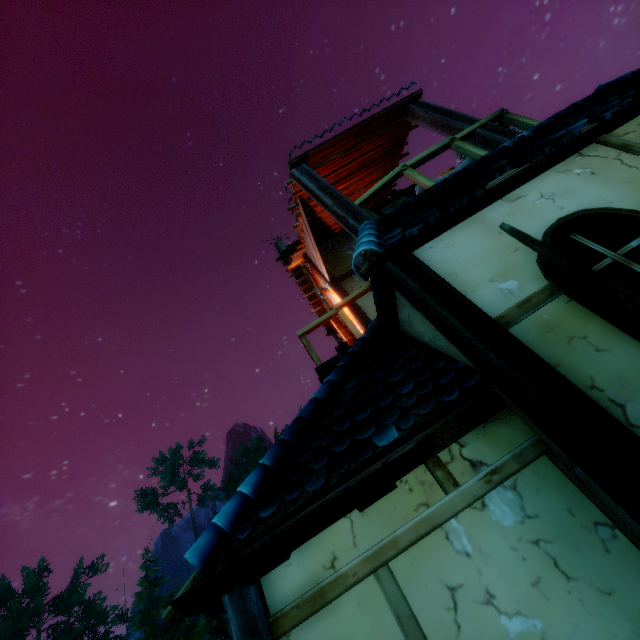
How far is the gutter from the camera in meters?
1.9

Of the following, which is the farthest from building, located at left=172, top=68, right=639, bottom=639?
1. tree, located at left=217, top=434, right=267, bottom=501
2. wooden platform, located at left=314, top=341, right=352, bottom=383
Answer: tree, located at left=217, top=434, right=267, bottom=501

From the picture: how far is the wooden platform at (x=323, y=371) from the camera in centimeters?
438cm

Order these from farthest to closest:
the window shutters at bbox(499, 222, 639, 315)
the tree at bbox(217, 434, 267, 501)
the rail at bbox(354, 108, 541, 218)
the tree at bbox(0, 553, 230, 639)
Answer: the tree at bbox(217, 434, 267, 501)
the tree at bbox(0, 553, 230, 639)
the rail at bbox(354, 108, 541, 218)
the window shutters at bbox(499, 222, 639, 315)

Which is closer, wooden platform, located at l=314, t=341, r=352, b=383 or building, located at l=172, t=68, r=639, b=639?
building, located at l=172, t=68, r=639, b=639

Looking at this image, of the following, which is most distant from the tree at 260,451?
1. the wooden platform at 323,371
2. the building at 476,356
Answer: the wooden platform at 323,371

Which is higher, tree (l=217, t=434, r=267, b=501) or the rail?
tree (l=217, t=434, r=267, b=501)

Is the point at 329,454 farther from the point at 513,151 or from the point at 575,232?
the point at 513,151
